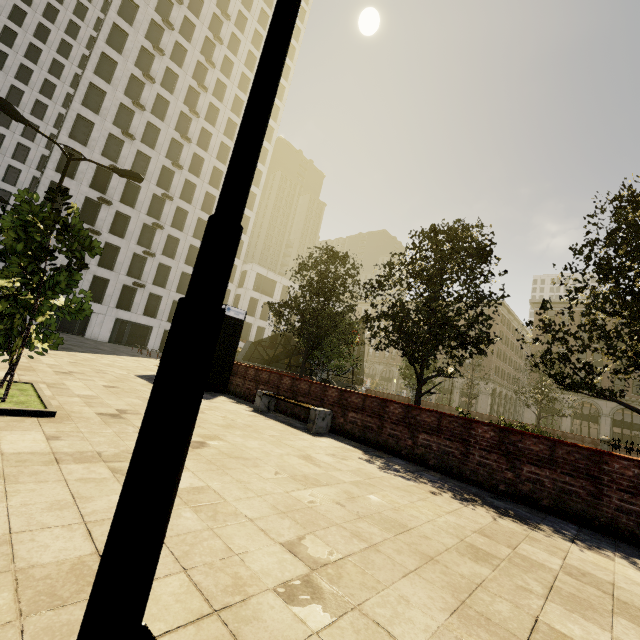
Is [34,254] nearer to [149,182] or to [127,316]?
[127,316]

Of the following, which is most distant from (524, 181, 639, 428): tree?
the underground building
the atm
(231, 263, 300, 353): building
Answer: (231, 263, 300, 353): building

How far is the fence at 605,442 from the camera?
14.1 meters

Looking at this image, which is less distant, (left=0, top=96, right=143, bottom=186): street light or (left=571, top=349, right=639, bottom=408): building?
(left=0, top=96, right=143, bottom=186): street light

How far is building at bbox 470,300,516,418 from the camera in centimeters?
5197cm

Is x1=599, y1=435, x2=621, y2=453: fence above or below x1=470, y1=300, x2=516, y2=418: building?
below

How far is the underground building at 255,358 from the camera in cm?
2652

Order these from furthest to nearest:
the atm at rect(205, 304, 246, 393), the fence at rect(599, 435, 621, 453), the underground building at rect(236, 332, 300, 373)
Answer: the underground building at rect(236, 332, 300, 373), the fence at rect(599, 435, 621, 453), the atm at rect(205, 304, 246, 393)
